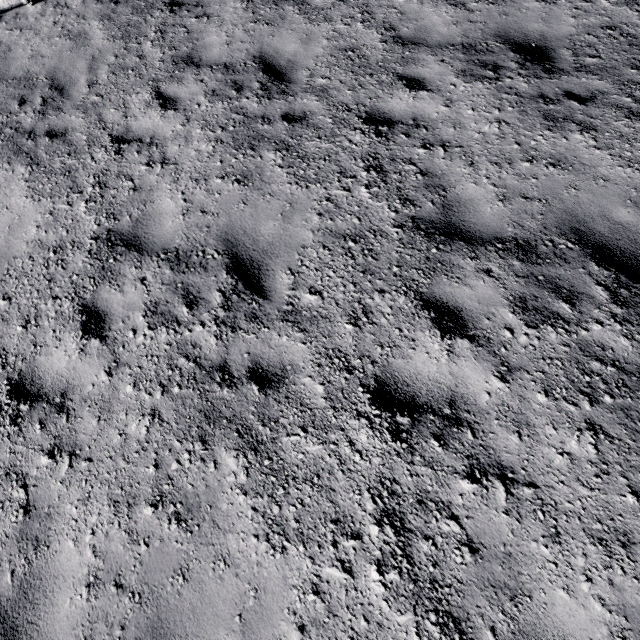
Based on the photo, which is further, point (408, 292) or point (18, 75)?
point (18, 75)
